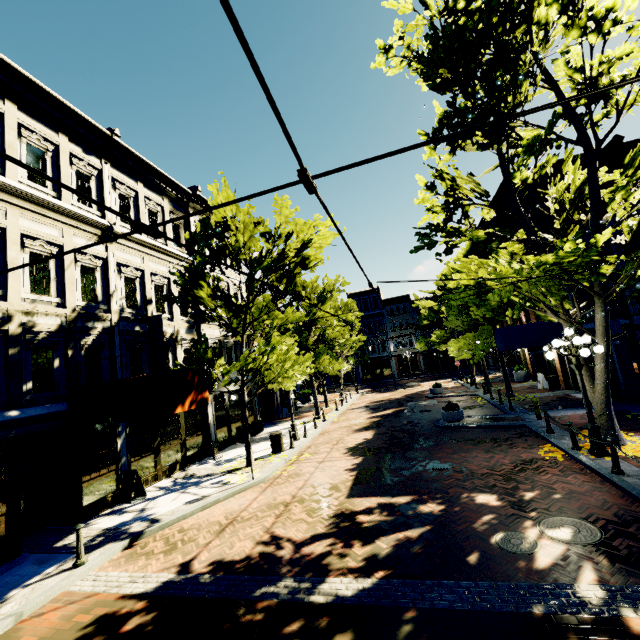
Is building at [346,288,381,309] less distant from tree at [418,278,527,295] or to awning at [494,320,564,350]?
tree at [418,278,527,295]

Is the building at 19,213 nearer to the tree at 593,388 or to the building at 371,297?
the tree at 593,388

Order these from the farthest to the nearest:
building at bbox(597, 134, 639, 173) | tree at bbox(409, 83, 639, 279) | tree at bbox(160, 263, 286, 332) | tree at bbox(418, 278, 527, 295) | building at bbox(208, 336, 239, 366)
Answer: building at bbox(597, 134, 639, 173), building at bbox(208, 336, 239, 366), tree at bbox(160, 263, 286, 332), tree at bbox(418, 278, 527, 295), tree at bbox(409, 83, 639, 279)

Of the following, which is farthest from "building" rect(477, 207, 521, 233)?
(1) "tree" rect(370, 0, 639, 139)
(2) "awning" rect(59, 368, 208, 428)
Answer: (1) "tree" rect(370, 0, 639, 139)

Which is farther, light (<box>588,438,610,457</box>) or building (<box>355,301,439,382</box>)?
building (<box>355,301,439,382</box>)

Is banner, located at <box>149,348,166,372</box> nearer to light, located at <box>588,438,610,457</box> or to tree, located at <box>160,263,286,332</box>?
tree, located at <box>160,263,286,332</box>

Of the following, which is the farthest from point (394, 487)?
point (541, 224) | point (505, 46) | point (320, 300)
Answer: point (541, 224)

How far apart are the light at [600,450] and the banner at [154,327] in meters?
13.4 m
